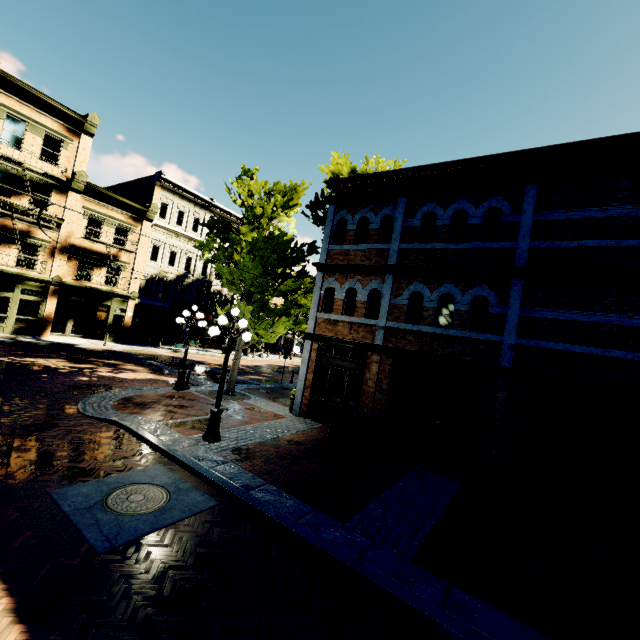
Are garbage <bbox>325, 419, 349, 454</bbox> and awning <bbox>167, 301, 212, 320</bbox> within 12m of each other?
no

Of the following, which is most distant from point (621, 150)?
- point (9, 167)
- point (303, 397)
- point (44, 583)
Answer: point (9, 167)

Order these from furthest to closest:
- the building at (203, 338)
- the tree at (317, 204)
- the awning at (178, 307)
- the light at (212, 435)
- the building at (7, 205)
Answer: the building at (203, 338)
the awning at (178, 307)
the tree at (317, 204)
the building at (7, 205)
the light at (212, 435)

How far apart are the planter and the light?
3.49m

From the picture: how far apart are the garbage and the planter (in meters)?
0.07

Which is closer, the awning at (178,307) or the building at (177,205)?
the building at (177,205)

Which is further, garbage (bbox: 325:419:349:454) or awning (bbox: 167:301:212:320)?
awning (bbox: 167:301:212:320)

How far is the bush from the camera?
10.03m
